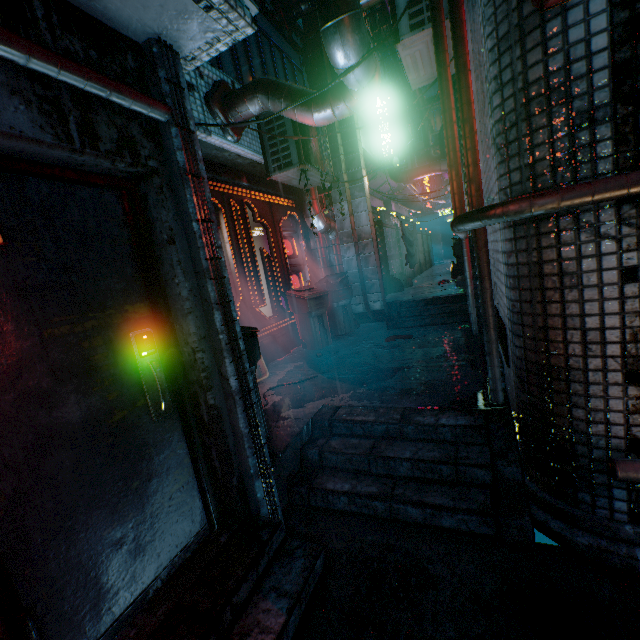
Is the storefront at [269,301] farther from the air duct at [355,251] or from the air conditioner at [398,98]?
the air conditioner at [398,98]

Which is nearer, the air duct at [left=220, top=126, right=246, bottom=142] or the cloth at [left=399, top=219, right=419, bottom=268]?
the air duct at [left=220, top=126, right=246, bottom=142]

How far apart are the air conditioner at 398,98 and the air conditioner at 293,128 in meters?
6.0 m

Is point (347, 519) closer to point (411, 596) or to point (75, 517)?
point (411, 596)

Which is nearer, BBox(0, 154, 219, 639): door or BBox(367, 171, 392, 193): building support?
BBox(0, 154, 219, 639): door

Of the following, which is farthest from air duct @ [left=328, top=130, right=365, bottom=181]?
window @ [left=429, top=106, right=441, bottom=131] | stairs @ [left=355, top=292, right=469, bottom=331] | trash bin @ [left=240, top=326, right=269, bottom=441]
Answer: window @ [left=429, top=106, right=441, bottom=131]

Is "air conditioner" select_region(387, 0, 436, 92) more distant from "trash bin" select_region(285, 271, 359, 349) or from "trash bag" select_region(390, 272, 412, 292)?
"trash bag" select_region(390, 272, 412, 292)

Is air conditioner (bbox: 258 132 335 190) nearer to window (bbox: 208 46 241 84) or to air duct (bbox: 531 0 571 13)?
window (bbox: 208 46 241 84)
